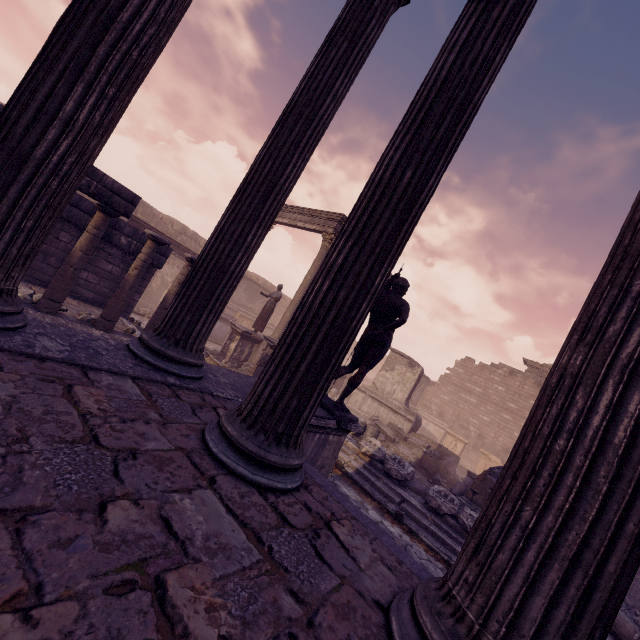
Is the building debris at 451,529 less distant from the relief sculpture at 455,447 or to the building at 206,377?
the building at 206,377

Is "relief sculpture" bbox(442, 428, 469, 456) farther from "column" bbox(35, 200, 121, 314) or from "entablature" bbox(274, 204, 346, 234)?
"column" bbox(35, 200, 121, 314)

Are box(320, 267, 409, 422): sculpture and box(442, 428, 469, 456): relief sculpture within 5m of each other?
no

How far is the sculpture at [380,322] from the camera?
5.0 meters

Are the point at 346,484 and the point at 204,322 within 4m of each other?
no

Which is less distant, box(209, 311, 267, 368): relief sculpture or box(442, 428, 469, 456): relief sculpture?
box(209, 311, 267, 368): relief sculpture

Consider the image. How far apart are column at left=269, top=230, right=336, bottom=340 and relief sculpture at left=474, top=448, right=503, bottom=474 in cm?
1460

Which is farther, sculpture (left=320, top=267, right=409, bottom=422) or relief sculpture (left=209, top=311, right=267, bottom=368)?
relief sculpture (left=209, top=311, right=267, bottom=368)
